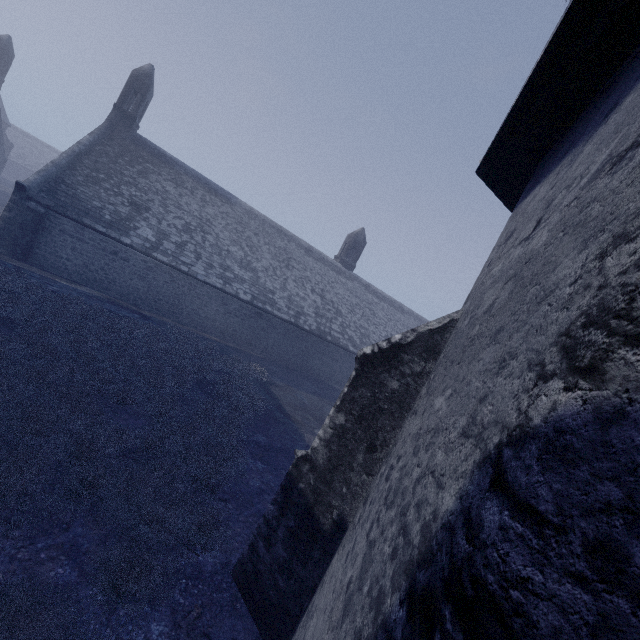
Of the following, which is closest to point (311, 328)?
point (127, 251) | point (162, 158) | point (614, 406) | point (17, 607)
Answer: point (127, 251)

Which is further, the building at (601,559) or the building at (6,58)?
the building at (6,58)

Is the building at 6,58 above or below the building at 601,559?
above

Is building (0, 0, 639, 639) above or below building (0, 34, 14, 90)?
below

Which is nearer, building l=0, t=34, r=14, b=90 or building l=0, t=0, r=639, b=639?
building l=0, t=0, r=639, b=639
